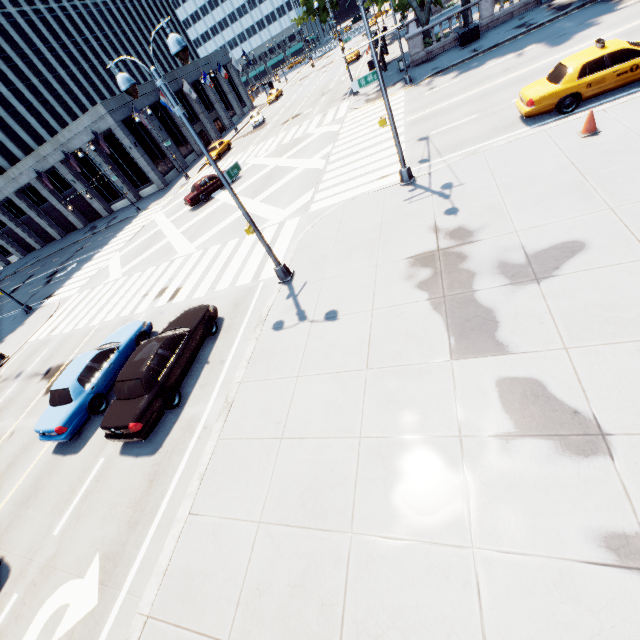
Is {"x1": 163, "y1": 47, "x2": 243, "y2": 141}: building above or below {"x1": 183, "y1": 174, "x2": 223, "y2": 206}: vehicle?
above

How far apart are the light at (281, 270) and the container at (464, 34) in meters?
25.6

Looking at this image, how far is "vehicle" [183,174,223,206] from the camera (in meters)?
25.97

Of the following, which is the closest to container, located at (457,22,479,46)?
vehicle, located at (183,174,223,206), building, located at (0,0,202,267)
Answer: vehicle, located at (183,174,223,206)

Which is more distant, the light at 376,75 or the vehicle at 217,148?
the vehicle at 217,148

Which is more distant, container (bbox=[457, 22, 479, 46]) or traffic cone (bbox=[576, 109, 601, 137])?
container (bbox=[457, 22, 479, 46])

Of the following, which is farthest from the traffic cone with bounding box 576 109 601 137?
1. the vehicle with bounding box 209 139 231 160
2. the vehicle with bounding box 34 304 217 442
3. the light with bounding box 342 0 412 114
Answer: the vehicle with bounding box 209 139 231 160

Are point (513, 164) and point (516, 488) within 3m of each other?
no
